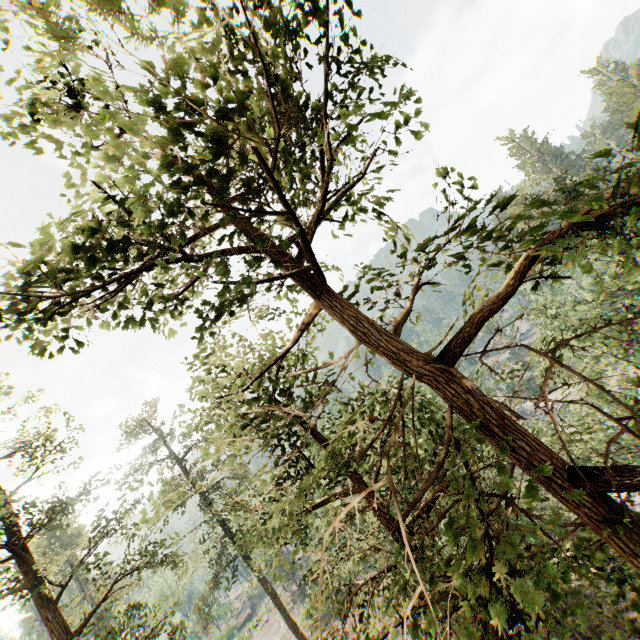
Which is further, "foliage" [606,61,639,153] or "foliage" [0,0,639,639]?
"foliage" [0,0,639,639]

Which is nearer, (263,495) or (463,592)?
(463,592)

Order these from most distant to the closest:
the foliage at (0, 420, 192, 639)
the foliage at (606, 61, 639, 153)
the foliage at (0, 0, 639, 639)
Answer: the foliage at (0, 420, 192, 639), the foliage at (0, 0, 639, 639), the foliage at (606, 61, 639, 153)

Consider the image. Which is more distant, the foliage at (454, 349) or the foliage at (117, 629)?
the foliage at (117, 629)

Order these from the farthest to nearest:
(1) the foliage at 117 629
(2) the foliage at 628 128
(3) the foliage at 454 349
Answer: (1) the foliage at 117 629
(3) the foliage at 454 349
(2) the foliage at 628 128
